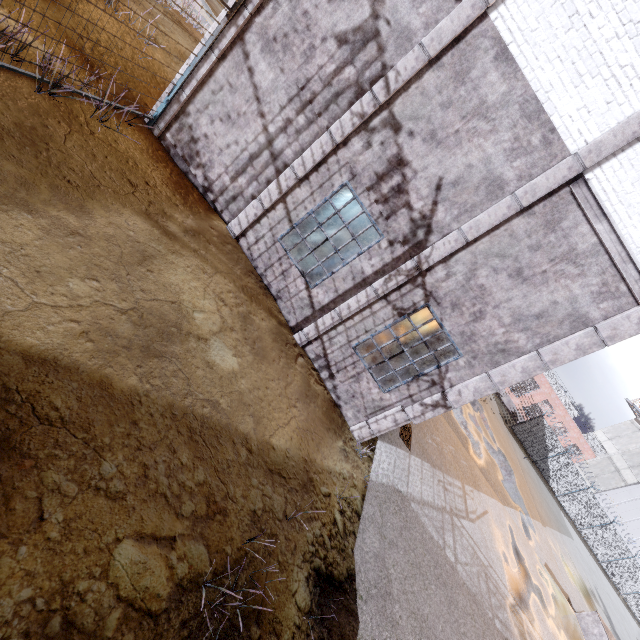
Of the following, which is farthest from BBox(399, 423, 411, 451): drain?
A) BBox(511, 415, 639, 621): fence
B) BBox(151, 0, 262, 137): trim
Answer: BBox(511, 415, 639, 621): fence

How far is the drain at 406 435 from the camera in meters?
9.1 m

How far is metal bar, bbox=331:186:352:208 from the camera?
8.7m

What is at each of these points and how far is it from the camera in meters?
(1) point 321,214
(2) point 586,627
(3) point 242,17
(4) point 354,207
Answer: (1) metal bar, 9.8 m
(2) stair, 13.7 m
(3) trim, 6.1 m
(4) metal bar, 12.4 m

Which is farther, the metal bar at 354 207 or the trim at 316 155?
the metal bar at 354 207

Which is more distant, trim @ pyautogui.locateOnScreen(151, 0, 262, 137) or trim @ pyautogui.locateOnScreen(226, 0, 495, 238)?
trim @ pyautogui.locateOnScreen(151, 0, 262, 137)

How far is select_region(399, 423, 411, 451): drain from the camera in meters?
9.1
